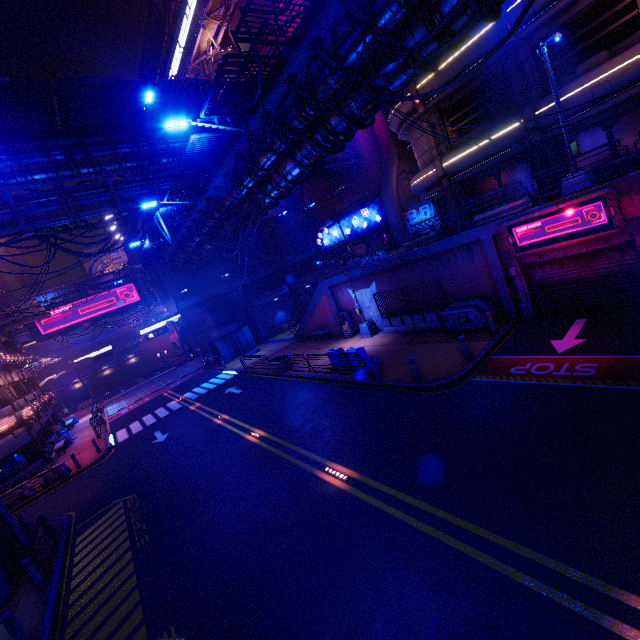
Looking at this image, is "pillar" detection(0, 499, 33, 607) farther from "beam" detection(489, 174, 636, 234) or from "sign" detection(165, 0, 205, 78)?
"sign" detection(165, 0, 205, 78)

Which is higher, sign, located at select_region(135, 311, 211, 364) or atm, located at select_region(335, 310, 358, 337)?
sign, located at select_region(135, 311, 211, 364)

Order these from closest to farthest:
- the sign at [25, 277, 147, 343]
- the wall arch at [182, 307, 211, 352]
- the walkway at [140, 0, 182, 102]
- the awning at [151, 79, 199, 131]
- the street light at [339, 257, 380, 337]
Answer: the awning at [151, 79, 199, 131] < the street light at [339, 257, 380, 337] < the sign at [25, 277, 147, 343] < the walkway at [140, 0, 182, 102] < the wall arch at [182, 307, 211, 352]

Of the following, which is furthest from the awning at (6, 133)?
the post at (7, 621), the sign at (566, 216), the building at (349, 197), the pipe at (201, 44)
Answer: the pipe at (201, 44)

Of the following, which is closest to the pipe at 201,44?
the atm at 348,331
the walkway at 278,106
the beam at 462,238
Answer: the walkway at 278,106

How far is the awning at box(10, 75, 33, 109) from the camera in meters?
14.7 m

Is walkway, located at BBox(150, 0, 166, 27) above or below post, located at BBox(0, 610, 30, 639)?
above

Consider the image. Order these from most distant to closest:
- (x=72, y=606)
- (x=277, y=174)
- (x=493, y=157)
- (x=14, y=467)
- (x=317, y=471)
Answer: (x=14, y=467) → (x=493, y=157) → (x=277, y=174) → (x=317, y=471) → (x=72, y=606)
